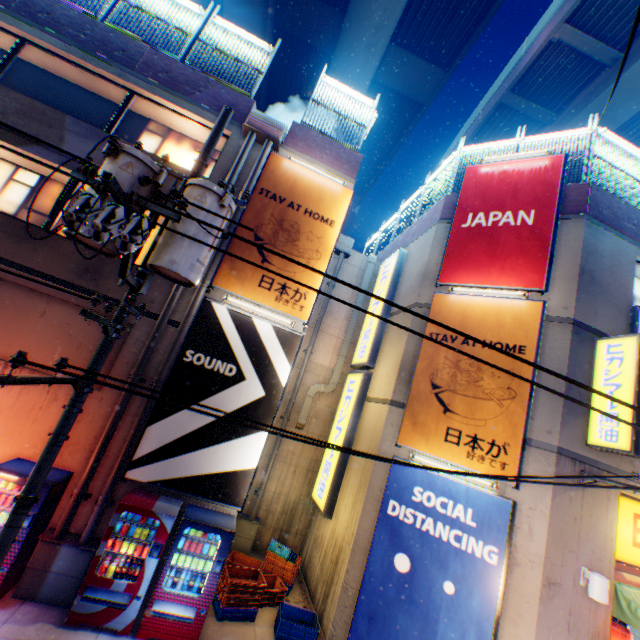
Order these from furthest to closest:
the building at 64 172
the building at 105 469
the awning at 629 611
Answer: the building at 64 172
the building at 105 469
the awning at 629 611

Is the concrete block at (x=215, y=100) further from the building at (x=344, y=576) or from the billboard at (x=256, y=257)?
the building at (x=344, y=576)

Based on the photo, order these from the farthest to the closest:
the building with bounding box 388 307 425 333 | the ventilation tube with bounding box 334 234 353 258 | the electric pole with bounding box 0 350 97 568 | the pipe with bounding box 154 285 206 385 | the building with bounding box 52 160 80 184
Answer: the ventilation tube with bounding box 334 234 353 258
the building with bounding box 388 307 425 333
the building with bounding box 52 160 80 184
the pipe with bounding box 154 285 206 385
the electric pole with bounding box 0 350 97 568

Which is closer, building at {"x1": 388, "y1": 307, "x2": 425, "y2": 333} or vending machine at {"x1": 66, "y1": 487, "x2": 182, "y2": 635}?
vending machine at {"x1": 66, "y1": 487, "x2": 182, "y2": 635}

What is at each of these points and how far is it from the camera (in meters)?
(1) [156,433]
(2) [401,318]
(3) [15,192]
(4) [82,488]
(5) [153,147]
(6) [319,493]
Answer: (1) billboard, 7.17
(2) building, 10.23
(3) window glass, 8.42
(4) pipe, 6.51
(5) window glass, 9.58
(6) sign, 10.40

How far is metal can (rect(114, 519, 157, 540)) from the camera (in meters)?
6.25

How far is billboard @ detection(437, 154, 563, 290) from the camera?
8.4 meters

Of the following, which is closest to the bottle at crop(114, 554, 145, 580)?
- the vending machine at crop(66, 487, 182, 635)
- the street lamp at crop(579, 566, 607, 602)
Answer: the vending machine at crop(66, 487, 182, 635)
